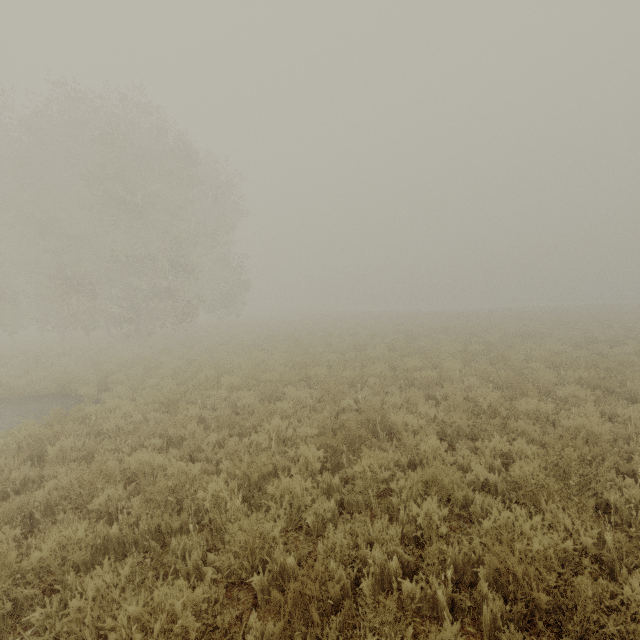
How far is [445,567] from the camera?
3.32m
